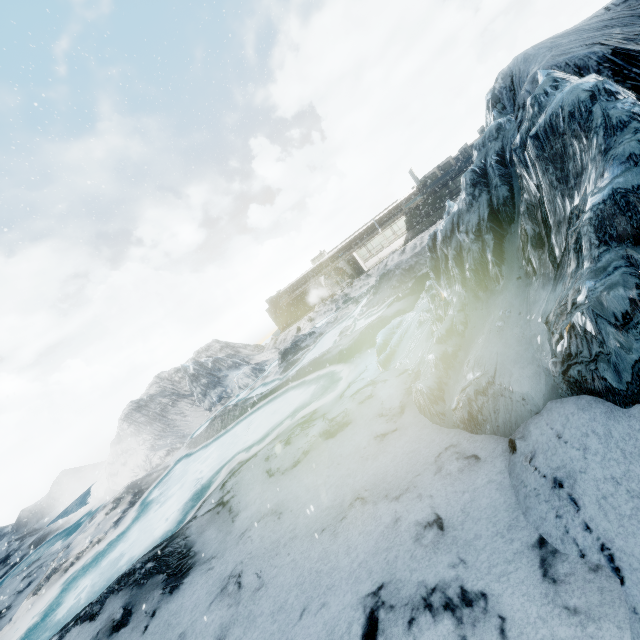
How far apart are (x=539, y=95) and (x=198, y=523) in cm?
1304
